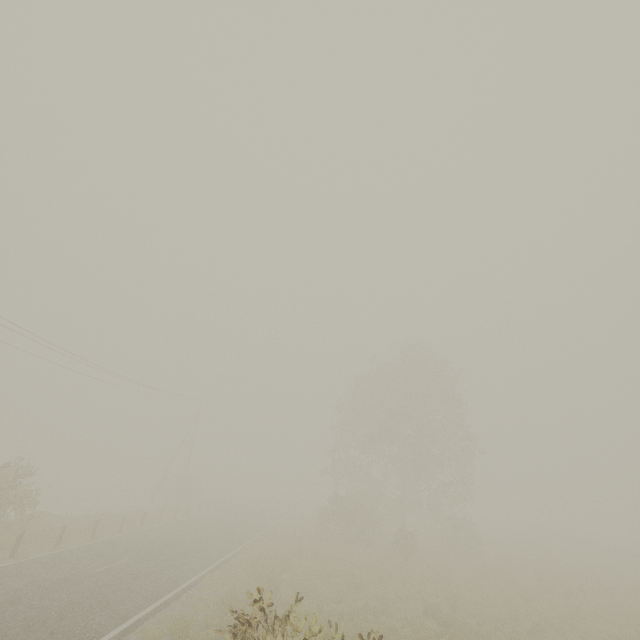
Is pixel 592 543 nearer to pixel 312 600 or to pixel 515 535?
pixel 515 535
